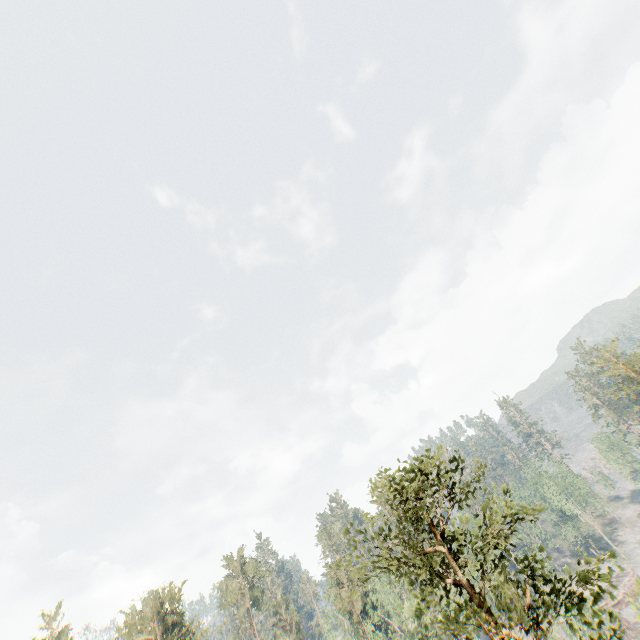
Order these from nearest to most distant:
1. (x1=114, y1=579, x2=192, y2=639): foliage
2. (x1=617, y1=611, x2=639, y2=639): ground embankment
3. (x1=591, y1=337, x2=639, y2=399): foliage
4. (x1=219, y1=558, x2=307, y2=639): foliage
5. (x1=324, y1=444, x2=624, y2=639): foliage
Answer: (x1=324, y1=444, x2=624, y2=639): foliage < (x1=114, y1=579, x2=192, y2=639): foliage < (x1=591, y1=337, x2=639, y2=399): foliage < (x1=617, y1=611, x2=639, y2=639): ground embankment < (x1=219, y1=558, x2=307, y2=639): foliage

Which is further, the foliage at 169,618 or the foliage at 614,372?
the foliage at 614,372

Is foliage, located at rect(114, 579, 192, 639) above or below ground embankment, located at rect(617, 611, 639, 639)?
above

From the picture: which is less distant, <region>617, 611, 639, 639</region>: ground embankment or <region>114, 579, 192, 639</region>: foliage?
<region>114, 579, 192, 639</region>: foliage

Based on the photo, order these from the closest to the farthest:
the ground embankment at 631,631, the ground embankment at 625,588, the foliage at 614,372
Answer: the foliage at 614,372
the ground embankment at 631,631
the ground embankment at 625,588

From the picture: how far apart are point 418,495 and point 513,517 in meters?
3.5

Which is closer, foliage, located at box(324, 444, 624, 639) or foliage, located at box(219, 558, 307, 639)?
foliage, located at box(324, 444, 624, 639)
